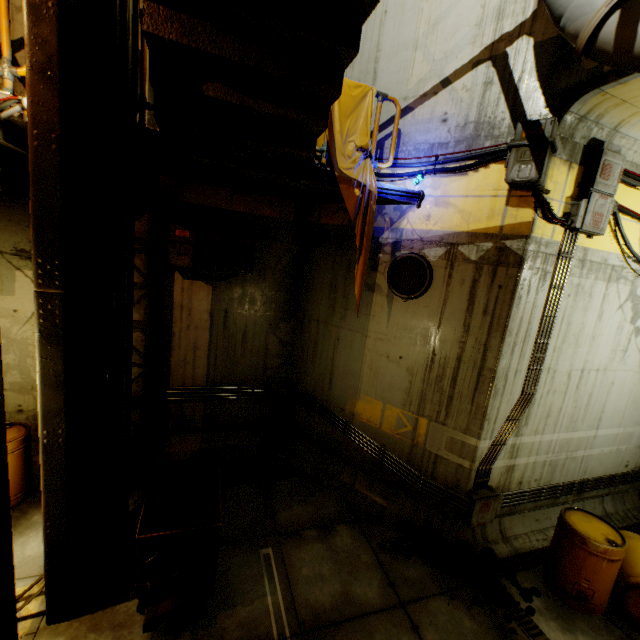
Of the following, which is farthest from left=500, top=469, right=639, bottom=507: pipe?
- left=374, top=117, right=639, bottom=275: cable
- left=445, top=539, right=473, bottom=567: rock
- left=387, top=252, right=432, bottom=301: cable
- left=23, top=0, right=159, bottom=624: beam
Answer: left=23, top=0, right=159, bottom=624: beam

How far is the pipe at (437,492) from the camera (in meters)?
5.57

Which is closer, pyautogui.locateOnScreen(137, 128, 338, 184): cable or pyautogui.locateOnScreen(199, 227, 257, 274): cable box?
pyautogui.locateOnScreen(137, 128, 338, 184): cable

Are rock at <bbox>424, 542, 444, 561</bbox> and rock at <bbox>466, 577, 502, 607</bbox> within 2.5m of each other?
yes

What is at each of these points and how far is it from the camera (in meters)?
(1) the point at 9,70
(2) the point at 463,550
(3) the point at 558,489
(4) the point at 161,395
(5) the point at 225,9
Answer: (1) stairs, 3.65
(2) rock, 5.44
(3) pipe, 6.29
(4) pipe, 6.76
(5) stairs, 2.89

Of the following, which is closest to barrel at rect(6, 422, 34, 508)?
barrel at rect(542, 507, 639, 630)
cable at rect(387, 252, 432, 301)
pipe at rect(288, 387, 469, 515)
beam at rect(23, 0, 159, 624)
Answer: beam at rect(23, 0, 159, 624)

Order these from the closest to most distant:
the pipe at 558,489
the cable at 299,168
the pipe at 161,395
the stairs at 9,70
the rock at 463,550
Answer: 1. the stairs at 9,70
2. the cable at 299,168
3. the rock at 463,550
4. the pipe at 558,489
5. the pipe at 161,395

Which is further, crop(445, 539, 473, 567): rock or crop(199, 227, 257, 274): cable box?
crop(199, 227, 257, 274): cable box
